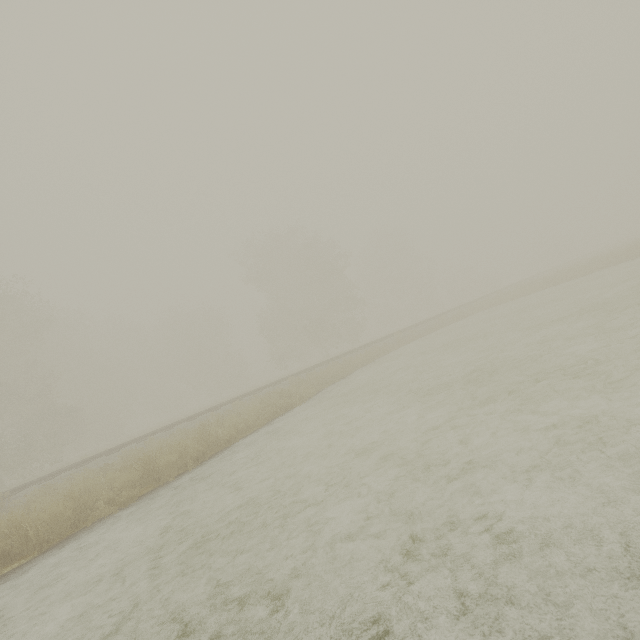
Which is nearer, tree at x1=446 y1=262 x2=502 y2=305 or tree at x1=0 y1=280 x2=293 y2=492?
tree at x1=0 y1=280 x2=293 y2=492

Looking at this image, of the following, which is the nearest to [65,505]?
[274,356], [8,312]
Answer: [8,312]

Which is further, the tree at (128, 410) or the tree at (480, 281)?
the tree at (480, 281)

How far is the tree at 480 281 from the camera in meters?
55.3 m

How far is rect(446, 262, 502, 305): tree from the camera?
55.34m
